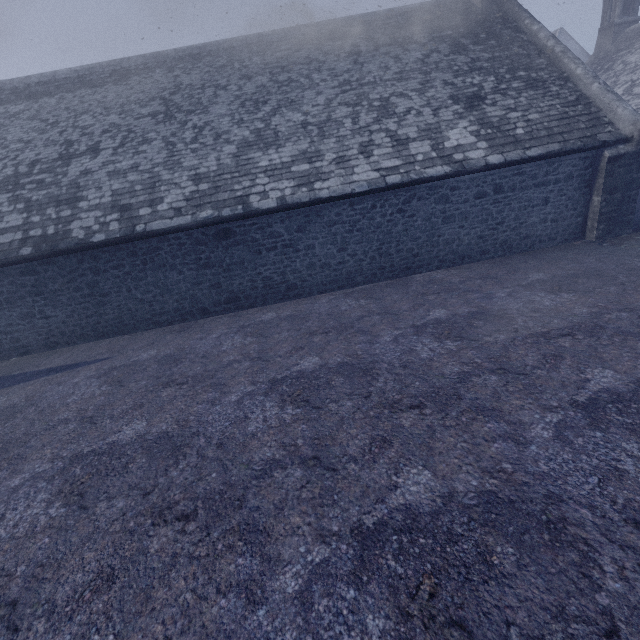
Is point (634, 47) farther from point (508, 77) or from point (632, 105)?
point (508, 77)
